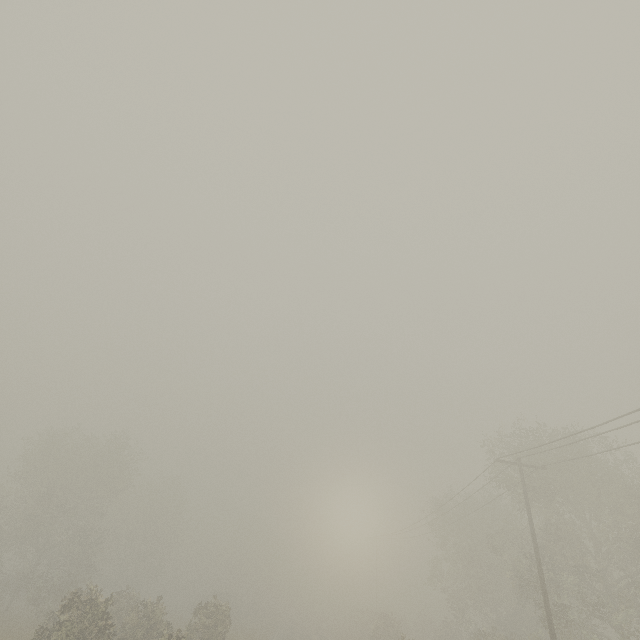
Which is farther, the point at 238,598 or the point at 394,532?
the point at 238,598
